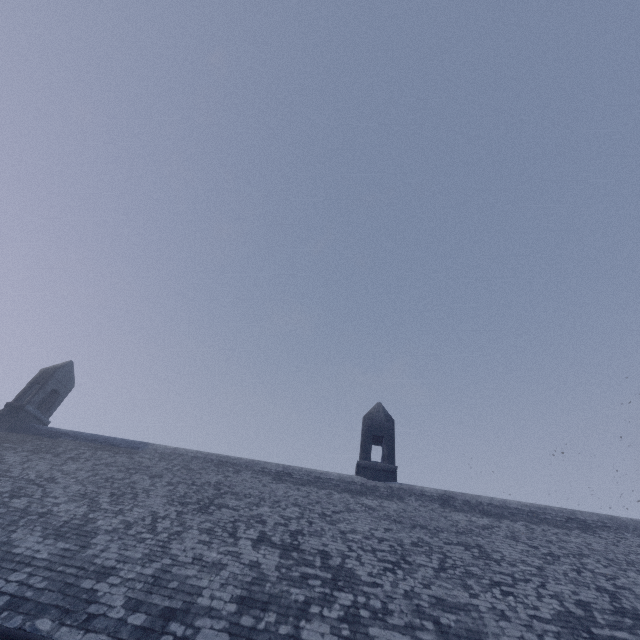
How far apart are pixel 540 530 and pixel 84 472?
17.82m
